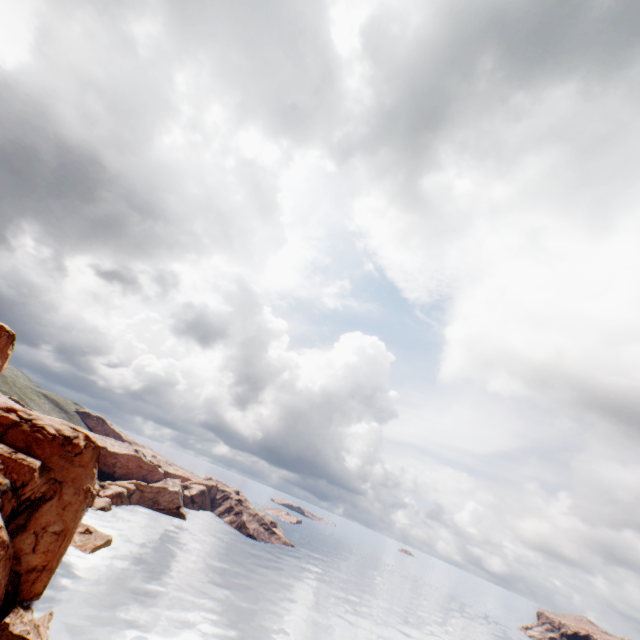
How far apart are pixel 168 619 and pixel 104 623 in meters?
10.2

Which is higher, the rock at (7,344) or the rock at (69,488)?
the rock at (7,344)

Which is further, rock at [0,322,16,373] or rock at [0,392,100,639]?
rock at [0,322,16,373]

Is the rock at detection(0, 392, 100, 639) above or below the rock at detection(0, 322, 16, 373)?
below

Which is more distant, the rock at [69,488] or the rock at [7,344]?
the rock at [7,344]
